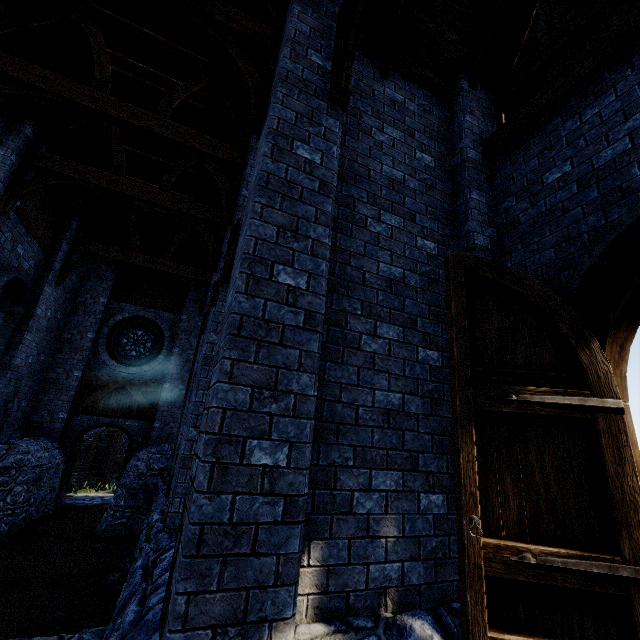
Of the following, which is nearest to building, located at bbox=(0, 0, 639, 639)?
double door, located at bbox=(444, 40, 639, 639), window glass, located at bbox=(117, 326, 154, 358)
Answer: double door, located at bbox=(444, 40, 639, 639)

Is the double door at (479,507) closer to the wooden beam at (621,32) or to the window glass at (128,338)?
the wooden beam at (621,32)

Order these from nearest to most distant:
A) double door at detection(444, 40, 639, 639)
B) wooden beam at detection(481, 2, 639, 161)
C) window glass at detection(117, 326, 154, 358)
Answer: double door at detection(444, 40, 639, 639), wooden beam at detection(481, 2, 639, 161), window glass at detection(117, 326, 154, 358)

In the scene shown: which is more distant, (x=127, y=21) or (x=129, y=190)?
(x=129, y=190)

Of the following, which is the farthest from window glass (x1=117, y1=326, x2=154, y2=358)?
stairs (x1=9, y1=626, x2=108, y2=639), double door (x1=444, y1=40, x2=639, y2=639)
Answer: double door (x1=444, y1=40, x2=639, y2=639)

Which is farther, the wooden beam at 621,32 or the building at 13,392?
the wooden beam at 621,32

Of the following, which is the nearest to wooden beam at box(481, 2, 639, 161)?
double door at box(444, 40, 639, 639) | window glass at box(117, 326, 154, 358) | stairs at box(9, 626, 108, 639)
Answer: double door at box(444, 40, 639, 639)

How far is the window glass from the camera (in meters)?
13.02
